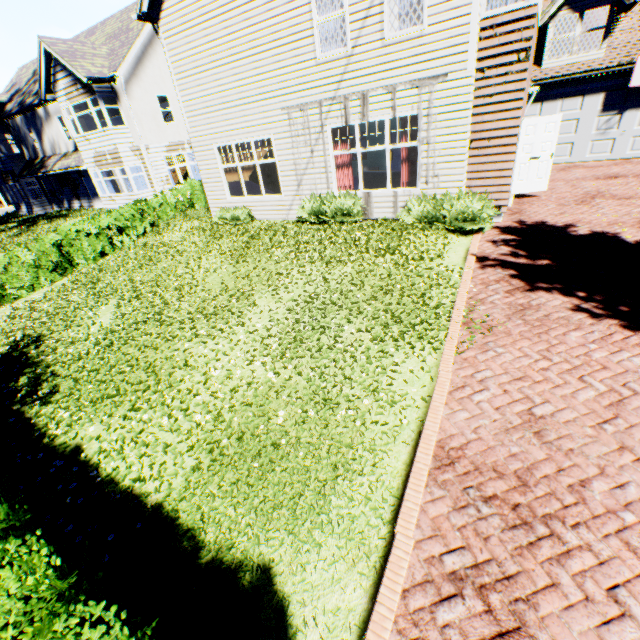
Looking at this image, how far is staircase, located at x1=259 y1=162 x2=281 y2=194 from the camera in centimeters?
1290cm

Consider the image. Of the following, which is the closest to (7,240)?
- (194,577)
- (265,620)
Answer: (194,577)

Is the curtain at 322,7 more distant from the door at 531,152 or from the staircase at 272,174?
the door at 531,152

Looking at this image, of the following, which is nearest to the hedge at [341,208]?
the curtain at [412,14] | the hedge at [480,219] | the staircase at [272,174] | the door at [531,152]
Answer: the hedge at [480,219]

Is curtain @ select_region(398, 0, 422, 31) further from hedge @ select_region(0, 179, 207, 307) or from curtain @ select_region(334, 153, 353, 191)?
hedge @ select_region(0, 179, 207, 307)

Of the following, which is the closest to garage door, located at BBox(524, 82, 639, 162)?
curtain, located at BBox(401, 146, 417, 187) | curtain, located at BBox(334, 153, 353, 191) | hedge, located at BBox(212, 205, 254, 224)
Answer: curtain, located at BBox(401, 146, 417, 187)

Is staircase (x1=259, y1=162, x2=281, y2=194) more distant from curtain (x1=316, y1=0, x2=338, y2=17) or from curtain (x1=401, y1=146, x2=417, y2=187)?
curtain (x1=401, y1=146, x2=417, y2=187)

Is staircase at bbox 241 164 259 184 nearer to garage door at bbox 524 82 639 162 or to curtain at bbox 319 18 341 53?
curtain at bbox 319 18 341 53
